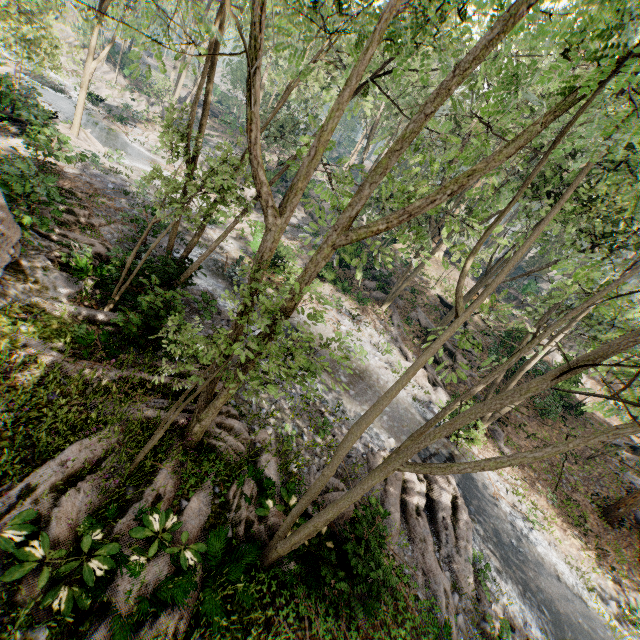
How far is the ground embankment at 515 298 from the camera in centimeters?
3969cm

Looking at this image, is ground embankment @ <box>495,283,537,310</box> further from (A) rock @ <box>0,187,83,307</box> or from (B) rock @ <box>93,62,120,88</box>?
(A) rock @ <box>0,187,83,307</box>

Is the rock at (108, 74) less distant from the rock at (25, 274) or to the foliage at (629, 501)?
the foliage at (629, 501)

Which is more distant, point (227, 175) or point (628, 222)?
point (628, 222)

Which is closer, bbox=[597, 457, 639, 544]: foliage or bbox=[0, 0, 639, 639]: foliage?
bbox=[0, 0, 639, 639]: foliage

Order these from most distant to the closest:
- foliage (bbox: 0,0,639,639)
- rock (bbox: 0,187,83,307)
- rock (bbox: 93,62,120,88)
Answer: rock (bbox: 93,62,120,88)
rock (bbox: 0,187,83,307)
foliage (bbox: 0,0,639,639)

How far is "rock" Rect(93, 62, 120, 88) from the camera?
41.5m

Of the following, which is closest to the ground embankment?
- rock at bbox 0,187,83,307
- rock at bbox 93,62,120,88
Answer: rock at bbox 93,62,120,88
